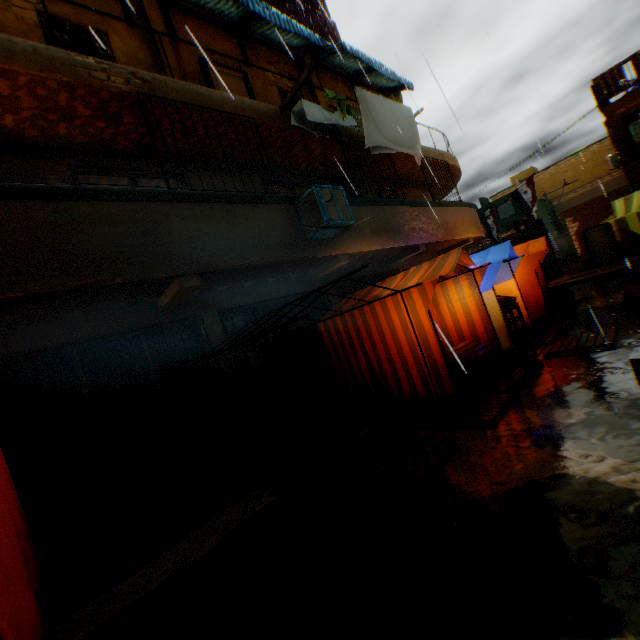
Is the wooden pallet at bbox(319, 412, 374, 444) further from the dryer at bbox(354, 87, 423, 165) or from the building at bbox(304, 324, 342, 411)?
the dryer at bbox(354, 87, 423, 165)

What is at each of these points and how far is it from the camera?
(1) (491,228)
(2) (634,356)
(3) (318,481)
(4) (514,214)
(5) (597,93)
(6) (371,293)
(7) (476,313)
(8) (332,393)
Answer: (1) flag, 17.1m
(2) cardboard box, 4.3m
(3) wooden pallet, 4.4m
(4) building, 34.2m
(5) wooden shield, 14.5m
(6) tent, 7.3m
(7) tent, 7.5m
(8) building, 8.0m

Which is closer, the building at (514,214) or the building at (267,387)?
the building at (267,387)

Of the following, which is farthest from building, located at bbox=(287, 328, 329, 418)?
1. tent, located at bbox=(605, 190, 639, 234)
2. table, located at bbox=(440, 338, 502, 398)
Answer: table, located at bbox=(440, 338, 502, 398)

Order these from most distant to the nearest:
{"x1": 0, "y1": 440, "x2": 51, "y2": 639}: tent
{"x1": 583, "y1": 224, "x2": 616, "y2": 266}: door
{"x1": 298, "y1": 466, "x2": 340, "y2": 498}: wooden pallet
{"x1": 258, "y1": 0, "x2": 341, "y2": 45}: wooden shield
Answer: {"x1": 583, "y1": 224, "x2": 616, "y2": 266}: door
{"x1": 258, "y1": 0, "x2": 341, "y2": 45}: wooden shield
{"x1": 298, "y1": 466, "x2": 340, "y2": 498}: wooden pallet
{"x1": 0, "y1": 440, "x2": 51, "y2": 639}: tent

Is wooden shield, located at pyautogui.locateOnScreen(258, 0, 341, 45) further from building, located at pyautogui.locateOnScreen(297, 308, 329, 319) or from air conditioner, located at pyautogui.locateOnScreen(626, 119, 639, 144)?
air conditioner, located at pyautogui.locateOnScreen(626, 119, 639, 144)

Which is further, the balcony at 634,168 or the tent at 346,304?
the balcony at 634,168

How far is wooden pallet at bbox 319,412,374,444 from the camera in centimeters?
543cm
